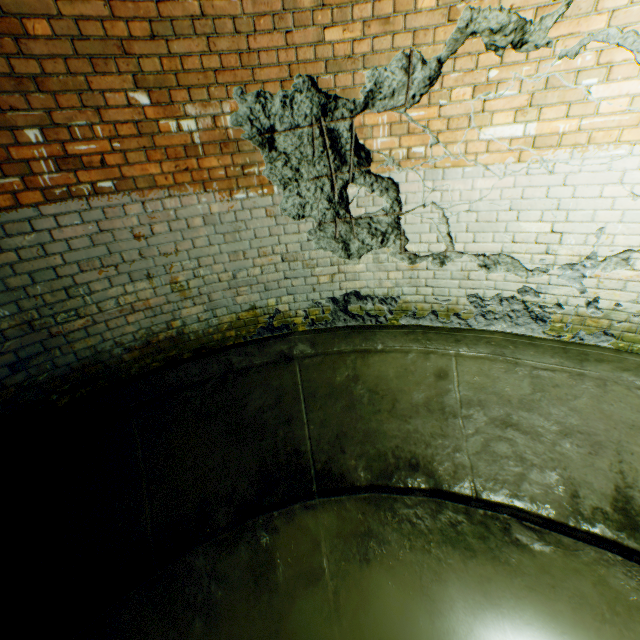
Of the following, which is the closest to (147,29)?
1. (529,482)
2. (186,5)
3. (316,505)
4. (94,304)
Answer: (186,5)
